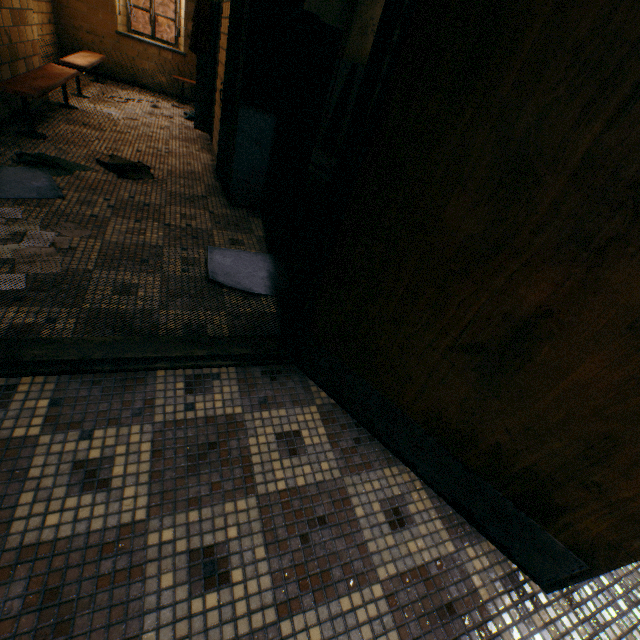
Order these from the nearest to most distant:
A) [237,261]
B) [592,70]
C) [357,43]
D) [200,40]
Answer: [592,70]
[237,261]
[200,40]
[357,43]

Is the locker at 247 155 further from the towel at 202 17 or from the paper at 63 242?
the paper at 63 242

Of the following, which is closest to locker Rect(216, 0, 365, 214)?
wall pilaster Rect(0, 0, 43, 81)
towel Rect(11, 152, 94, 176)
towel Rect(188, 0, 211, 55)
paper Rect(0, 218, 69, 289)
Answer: towel Rect(188, 0, 211, 55)

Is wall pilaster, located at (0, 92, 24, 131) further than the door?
Yes

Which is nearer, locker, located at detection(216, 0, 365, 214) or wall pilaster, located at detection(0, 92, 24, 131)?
locker, located at detection(216, 0, 365, 214)

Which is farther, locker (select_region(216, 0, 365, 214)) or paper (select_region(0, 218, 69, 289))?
locker (select_region(216, 0, 365, 214))

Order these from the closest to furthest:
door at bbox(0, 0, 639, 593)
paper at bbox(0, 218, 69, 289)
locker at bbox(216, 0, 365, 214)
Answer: door at bbox(0, 0, 639, 593)
paper at bbox(0, 218, 69, 289)
locker at bbox(216, 0, 365, 214)

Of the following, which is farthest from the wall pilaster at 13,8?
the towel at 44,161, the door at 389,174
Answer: the door at 389,174
